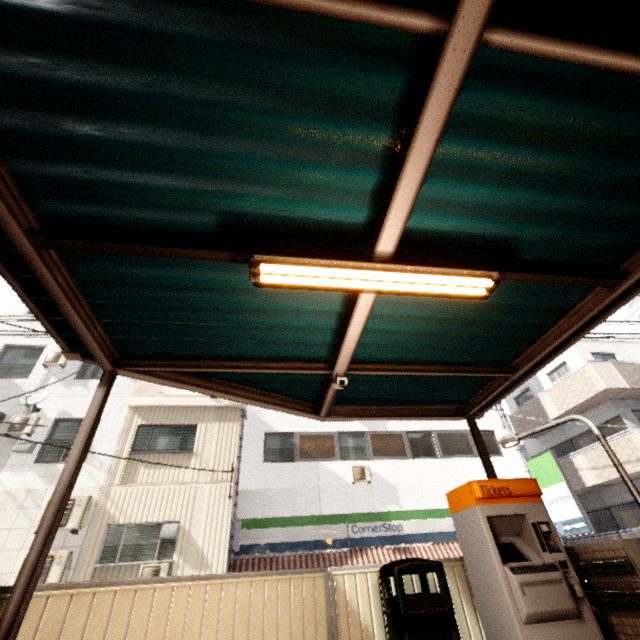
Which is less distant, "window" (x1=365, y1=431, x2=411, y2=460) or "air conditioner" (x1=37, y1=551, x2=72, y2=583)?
"air conditioner" (x1=37, y1=551, x2=72, y2=583)

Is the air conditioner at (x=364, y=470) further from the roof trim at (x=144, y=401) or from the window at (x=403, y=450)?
the roof trim at (x=144, y=401)

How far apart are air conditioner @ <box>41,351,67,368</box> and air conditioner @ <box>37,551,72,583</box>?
6.0 meters

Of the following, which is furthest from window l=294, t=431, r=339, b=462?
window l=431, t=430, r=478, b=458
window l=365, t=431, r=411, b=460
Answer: window l=431, t=430, r=478, b=458

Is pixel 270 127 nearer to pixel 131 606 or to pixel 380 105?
pixel 380 105

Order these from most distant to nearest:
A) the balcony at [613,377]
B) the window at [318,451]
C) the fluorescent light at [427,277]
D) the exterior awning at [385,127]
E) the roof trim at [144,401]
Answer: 1. the balcony at [613,377]
2. the window at [318,451]
3. the roof trim at [144,401]
4. the fluorescent light at [427,277]
5. the exterior awning at [385,127]

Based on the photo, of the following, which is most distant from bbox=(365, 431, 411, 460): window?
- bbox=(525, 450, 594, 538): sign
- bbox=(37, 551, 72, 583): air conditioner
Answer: bbox=(37, 551, 72, 583): air conditioner

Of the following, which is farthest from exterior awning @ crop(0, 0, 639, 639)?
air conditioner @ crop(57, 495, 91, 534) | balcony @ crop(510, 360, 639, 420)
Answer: balcony @ crop(510, 360, 639, 420)
